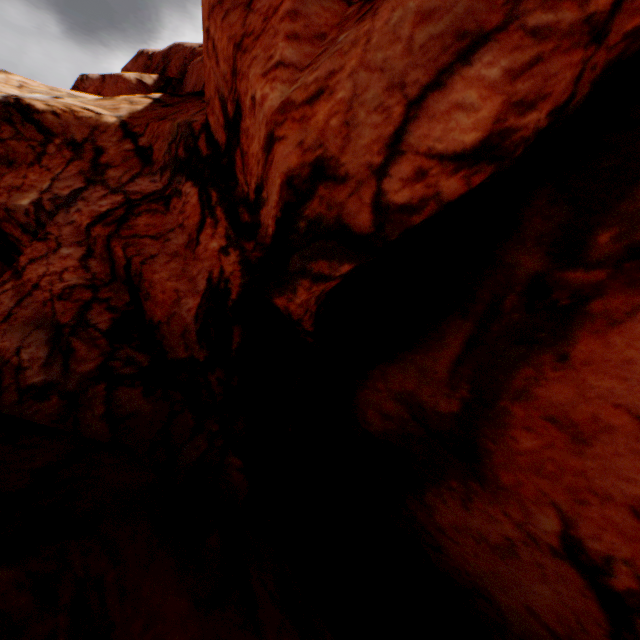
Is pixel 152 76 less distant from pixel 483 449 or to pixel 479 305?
pixel 479 305
